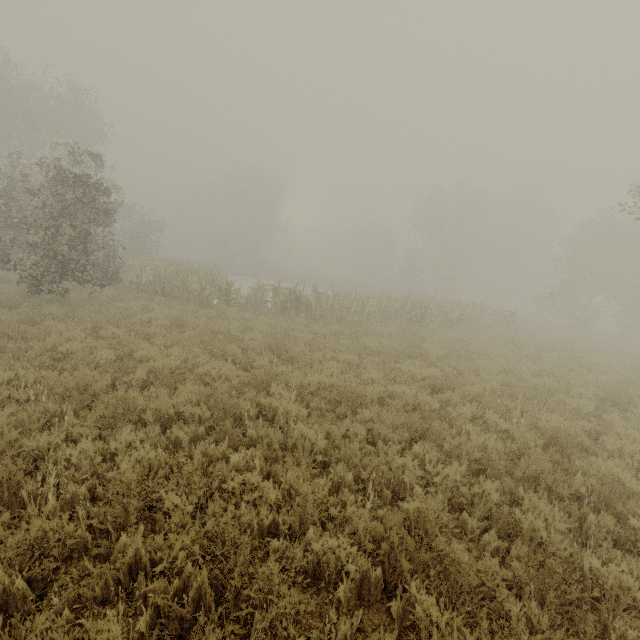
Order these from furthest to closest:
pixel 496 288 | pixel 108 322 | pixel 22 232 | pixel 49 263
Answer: pixel 496 288 < pixel 22 232 < pixel 49 263 < pixel 108 322
